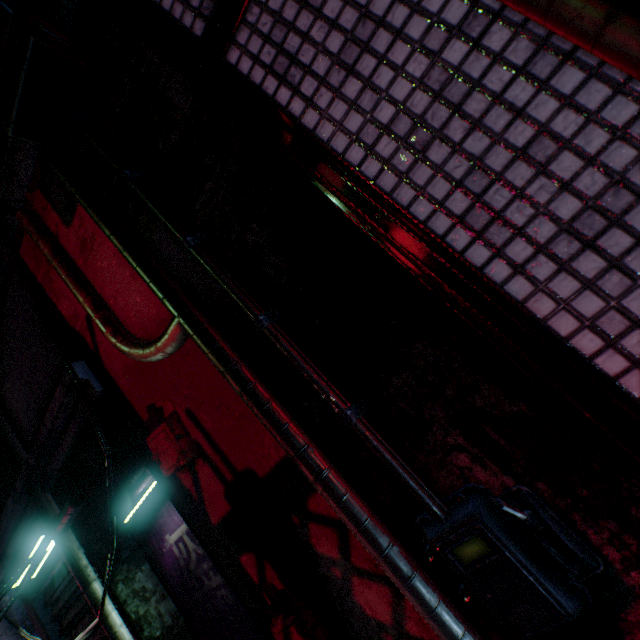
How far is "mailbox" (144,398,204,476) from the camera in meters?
1.4

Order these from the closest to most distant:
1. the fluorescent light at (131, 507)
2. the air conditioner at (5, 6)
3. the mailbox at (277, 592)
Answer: the mailbox at (277, 592), the fluorescent light at (131, 507), the air conditioner at (5, 6)

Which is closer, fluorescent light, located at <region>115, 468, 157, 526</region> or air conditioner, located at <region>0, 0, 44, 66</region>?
fluorescent light, located at <region>115, 468, 157, 526</region>

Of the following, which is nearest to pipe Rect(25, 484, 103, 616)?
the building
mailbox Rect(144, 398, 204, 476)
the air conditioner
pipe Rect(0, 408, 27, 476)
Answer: pipe Rect(0, 408, 27, 476)

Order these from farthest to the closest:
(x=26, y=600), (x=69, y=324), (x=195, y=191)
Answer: (x=26, y=600) < (x=69, y=324) < (x=195, y=191)

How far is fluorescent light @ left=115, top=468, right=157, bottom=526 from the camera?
1.8 meters

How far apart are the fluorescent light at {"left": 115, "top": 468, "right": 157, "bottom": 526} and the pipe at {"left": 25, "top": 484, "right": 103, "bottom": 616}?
0.3m

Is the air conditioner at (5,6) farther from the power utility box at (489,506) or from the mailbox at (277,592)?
the mailbox at (277,592)
